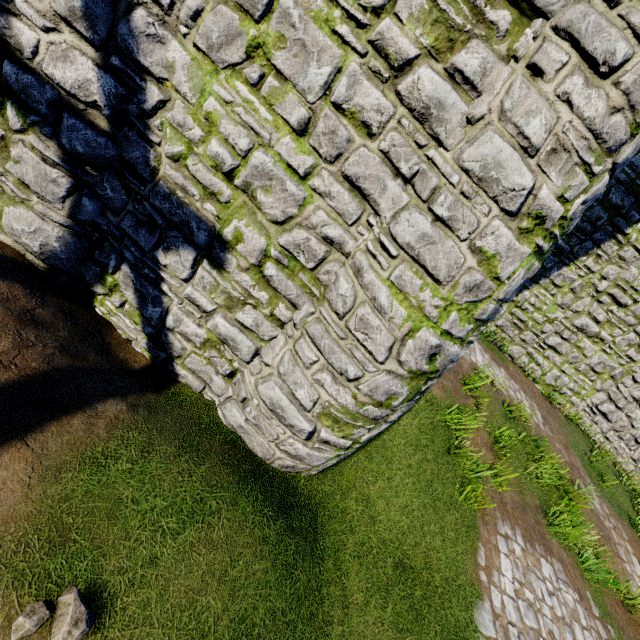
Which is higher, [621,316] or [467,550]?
[621,316]
